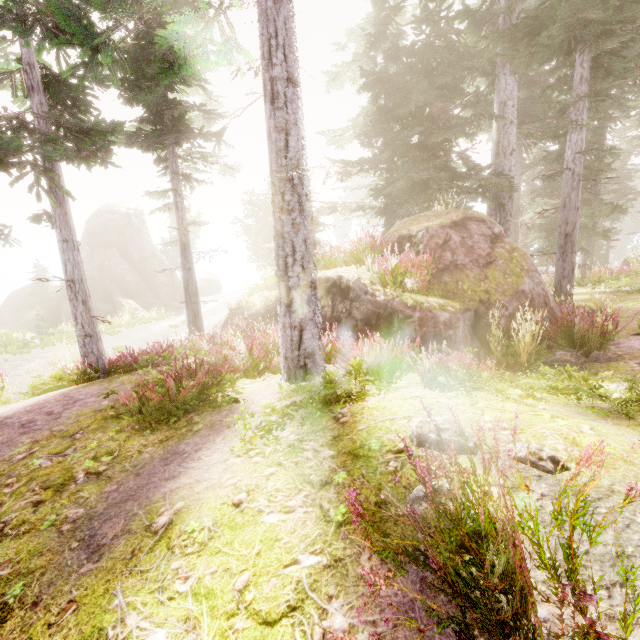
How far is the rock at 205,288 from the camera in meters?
45.4

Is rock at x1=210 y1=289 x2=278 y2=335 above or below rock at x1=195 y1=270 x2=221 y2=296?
above

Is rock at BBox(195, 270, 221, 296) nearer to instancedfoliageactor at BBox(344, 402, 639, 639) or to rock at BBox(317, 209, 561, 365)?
instancedfoliageactor at BBox(344, 402, 639, 639)

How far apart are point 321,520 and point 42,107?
9.6m

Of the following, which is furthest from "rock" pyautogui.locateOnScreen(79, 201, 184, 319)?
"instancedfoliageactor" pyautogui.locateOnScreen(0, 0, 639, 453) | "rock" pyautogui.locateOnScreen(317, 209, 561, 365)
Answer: "rock" pyautogui.locateOnScreen(317, 209, 561, 365)

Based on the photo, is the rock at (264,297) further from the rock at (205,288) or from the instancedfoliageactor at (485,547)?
the rock at (205,288)
